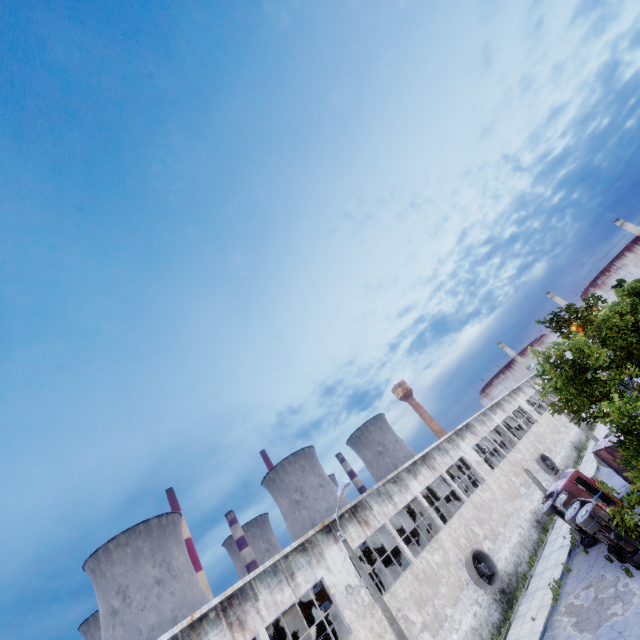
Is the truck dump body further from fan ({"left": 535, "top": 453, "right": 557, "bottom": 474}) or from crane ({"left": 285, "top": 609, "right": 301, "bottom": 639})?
crane ({"left": 285, "top": 609, "right": 301, "bottom": 639})

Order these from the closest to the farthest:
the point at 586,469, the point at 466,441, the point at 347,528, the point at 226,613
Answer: the point at 226,613 → the point at 347,528 → the point at 466,441 → the point at 586,469

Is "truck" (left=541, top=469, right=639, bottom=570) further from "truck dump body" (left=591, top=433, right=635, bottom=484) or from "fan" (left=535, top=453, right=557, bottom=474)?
"fan" (left=535, top=453, right=557, bottom=474)

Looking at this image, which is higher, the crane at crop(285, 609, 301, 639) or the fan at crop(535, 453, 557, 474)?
the crane at crop(285, 609, 301, 639)

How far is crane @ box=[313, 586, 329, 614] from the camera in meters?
22.3

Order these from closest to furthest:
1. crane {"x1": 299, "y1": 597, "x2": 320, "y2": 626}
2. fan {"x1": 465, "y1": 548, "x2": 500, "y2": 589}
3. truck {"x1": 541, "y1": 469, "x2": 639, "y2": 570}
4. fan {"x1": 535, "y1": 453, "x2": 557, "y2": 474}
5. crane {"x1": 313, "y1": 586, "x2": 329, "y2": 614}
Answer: truck {"x1": 541, "y1": 469, "x2": 639, "y2": 570} → fan {"x1": 465, "y1": 548, "x2": 500, "y2": 589} → crane {"x1": 313, "y1": 586, "x2": 329, "y2": 614} → crane {"x1": 299, "y1": 597, "x2": 320, "y2": 626} → fan {"x1": 535, "y1": 453, "x2": 557, "y2": 474}

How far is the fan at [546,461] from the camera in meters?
32.6 m

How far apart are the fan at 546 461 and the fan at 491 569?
15.7 meters
